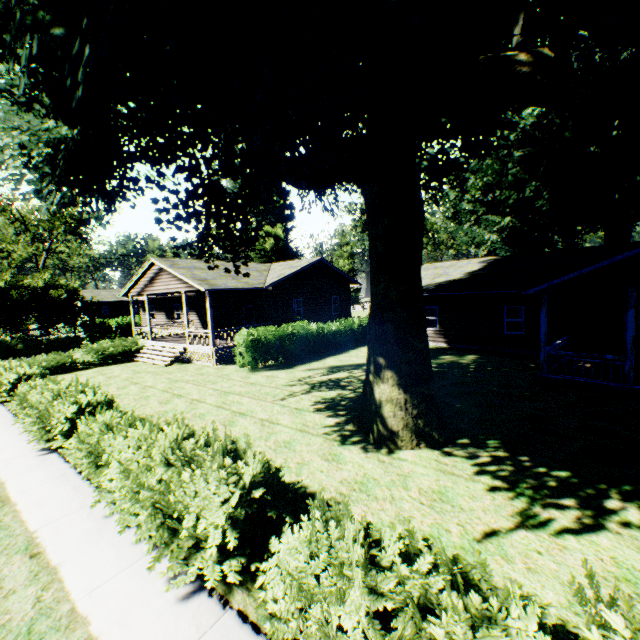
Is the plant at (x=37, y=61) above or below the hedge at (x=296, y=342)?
above

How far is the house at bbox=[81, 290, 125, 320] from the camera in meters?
57.1

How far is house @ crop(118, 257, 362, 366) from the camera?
19.45m

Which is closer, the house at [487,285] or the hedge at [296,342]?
the house at [487,285]

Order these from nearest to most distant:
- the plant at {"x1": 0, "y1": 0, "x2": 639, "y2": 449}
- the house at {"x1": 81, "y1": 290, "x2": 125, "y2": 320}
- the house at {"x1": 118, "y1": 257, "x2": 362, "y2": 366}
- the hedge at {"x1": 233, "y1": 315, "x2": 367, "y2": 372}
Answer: the plant at {"x1": 0, "y1": 0, "x2": 639, "y2": 449} < the hedge at {"x1": 233, "y1": 315, "x2": 367, "y2": 372} < the house at {"x1": 118, "y1": 257, "x2": 362, "y2": 366} < the house at {"x1": 81, "y1": 290, "x2": 125, "y2": 320}

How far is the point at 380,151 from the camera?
7.7 meters

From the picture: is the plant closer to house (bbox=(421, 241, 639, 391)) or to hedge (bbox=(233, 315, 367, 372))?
house (bbox=(421, 241, 639, 391))

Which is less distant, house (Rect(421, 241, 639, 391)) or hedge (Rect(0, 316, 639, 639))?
hedge (Rect(0, 316, 639, 639))
